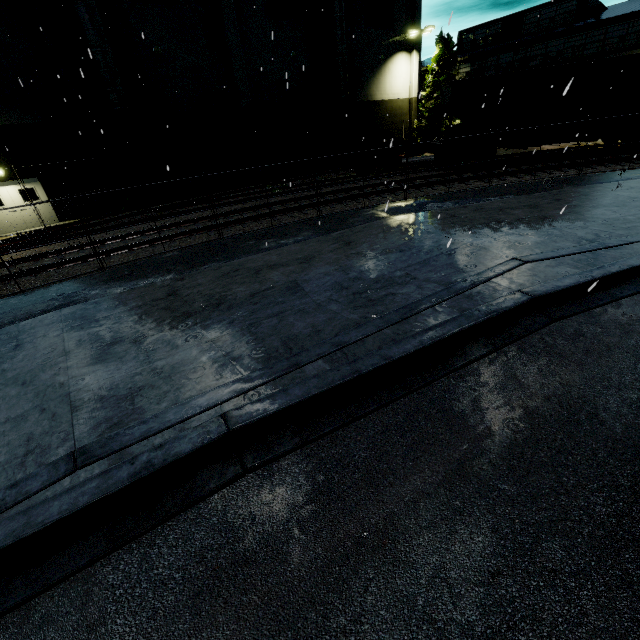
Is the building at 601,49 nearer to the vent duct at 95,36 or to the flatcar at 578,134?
the vent duct at 95,36

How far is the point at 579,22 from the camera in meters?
26.5

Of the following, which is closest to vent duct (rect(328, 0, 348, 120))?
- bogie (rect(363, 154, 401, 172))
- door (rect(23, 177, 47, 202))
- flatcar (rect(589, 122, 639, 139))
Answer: door (rect(23, 177, 47, 202))

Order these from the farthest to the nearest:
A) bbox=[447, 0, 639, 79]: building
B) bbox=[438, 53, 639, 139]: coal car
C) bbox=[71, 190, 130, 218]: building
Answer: bbox=[447, 0, 639, 79]: building, bbox=[71, 190, 130, 218]: building, bbox=[438, 53, 639, 139]: coal car

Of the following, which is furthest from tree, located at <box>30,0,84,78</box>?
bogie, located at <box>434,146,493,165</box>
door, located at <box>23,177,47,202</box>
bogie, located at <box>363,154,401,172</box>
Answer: bogie, located at <box>434,146,493,165</box>

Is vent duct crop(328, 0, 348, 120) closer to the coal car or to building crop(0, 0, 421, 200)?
building crop(0, 0, 421, 200)

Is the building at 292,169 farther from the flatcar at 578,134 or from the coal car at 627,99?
the flatcar at 578,134

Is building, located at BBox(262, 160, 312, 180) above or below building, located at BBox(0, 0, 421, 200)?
below
